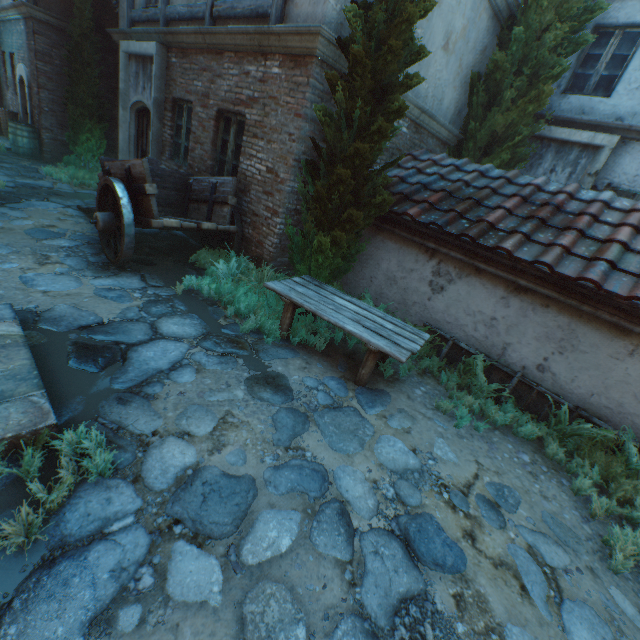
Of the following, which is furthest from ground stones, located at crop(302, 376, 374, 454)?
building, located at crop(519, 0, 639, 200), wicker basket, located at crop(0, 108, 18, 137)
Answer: building, located at crop(519, 0, 639, 200)

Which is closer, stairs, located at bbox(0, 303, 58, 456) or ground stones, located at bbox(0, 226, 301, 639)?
ground stones, located at bbox(0, 226, 301, 639)

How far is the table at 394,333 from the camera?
3.98m

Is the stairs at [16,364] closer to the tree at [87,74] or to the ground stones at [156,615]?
the ground stones at [156,615]

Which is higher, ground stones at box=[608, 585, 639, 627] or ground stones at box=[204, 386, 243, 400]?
ground stones at box=[204, 386, 243, 400]

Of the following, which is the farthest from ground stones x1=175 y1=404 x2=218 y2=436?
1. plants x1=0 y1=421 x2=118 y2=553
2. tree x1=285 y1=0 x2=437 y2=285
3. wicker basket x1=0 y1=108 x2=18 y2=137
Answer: wicker basket x1=0 y1=108 x2=18 y2=137

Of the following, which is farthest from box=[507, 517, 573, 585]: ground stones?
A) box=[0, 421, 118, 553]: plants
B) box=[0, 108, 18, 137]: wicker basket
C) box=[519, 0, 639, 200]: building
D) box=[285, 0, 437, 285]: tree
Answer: box=[519, 0, 639, 200]: building

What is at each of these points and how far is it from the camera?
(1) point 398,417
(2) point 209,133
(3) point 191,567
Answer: (1) ground stones, 3.9m
(2) building, 6.6m
(3) ground stones, 2.0m
